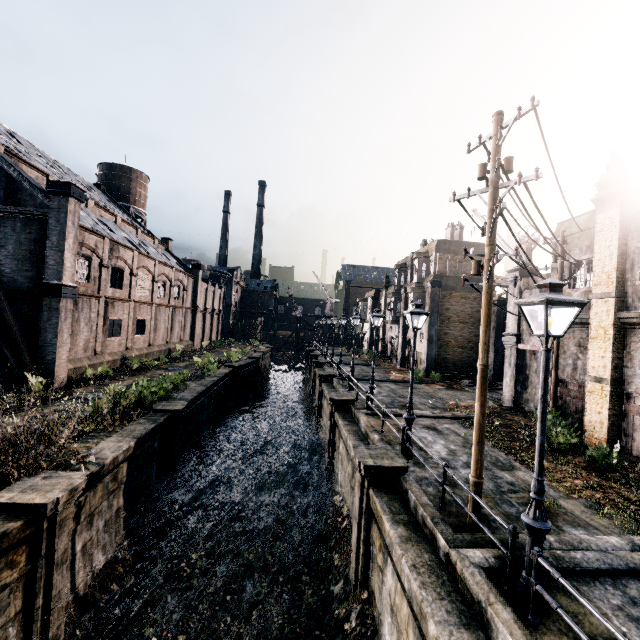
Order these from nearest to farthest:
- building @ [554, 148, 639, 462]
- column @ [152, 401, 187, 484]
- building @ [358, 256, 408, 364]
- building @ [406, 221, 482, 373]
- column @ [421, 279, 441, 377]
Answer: building @ [554, 148, 639, 462] → column @ [152, 401, 187, 484] → column @ [421, 279, 441, 377] → building @ [406, 221, 482, 373] → building @ [358, 256, 408, 364]

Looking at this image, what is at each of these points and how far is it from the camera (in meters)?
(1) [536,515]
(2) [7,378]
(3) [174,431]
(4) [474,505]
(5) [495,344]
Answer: (1) street light, 5.67
(2) building, 19.61
(3) column, 16.38
(4) electric pole, 7.82
(5) column, 30.23

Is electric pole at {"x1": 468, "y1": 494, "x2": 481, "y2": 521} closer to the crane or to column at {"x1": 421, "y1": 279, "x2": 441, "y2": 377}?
the crane

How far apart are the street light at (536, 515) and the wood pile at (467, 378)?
25.2 meters

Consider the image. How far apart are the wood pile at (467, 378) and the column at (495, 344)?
0.5m

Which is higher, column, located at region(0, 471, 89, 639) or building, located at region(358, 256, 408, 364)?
building, located at region(358, 256, 408, 364)

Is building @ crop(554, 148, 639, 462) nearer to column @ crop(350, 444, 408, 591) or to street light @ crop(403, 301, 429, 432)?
street light @ crop(403, 301, 429, 432)

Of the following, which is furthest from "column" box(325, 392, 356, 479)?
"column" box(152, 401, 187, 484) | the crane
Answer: the crane
